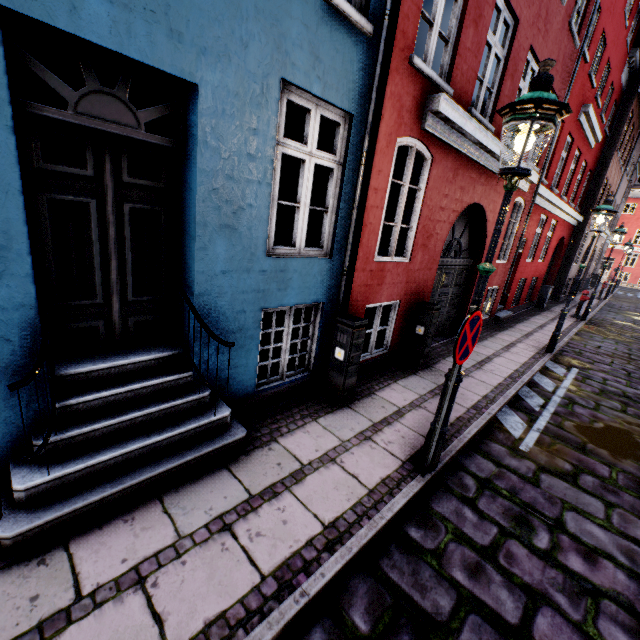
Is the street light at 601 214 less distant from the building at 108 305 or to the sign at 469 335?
the sign at 469 335

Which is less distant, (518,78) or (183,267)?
(183,267)

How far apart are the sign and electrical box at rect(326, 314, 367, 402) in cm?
155

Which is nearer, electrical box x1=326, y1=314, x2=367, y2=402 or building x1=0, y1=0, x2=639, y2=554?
building x1=0, y1=0, x2=639, y2=554

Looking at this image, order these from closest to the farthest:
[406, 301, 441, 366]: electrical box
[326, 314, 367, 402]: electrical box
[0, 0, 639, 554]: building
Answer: [0, 0, 639, 554]: building, [326, 314, 367, 402]: electrical box, [406, 301, 441, 366]: electrical box

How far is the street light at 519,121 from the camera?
2.49m

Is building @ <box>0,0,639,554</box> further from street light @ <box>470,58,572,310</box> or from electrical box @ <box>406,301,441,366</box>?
street light @ <box>470,58,572,310</box>

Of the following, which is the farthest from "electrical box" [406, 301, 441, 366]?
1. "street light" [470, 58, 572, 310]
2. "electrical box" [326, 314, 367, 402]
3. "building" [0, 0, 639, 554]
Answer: "street light" [470, 58, 572, 310]
